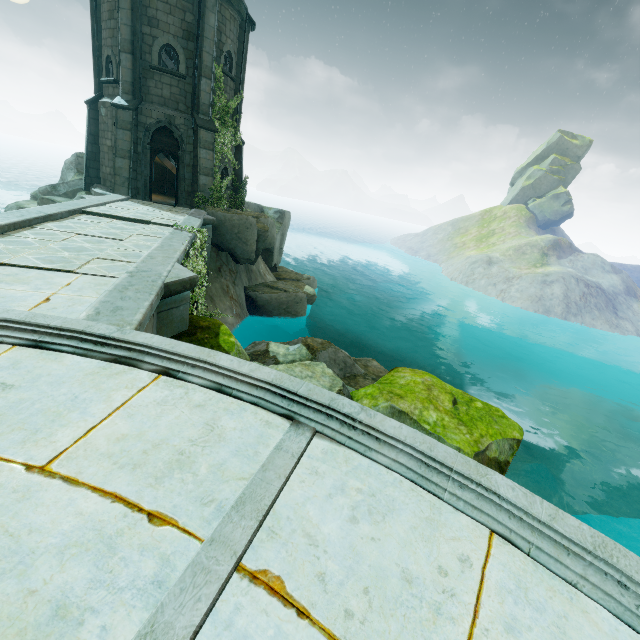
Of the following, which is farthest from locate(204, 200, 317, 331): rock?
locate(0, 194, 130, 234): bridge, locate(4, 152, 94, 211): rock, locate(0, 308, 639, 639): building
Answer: locate(0, 308, 639, 639): building

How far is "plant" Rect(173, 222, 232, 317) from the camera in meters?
8.3

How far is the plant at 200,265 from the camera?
8.27m

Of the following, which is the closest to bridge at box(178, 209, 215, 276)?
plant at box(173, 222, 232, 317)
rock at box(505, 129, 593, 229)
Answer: plant at box(173, 222, 232, 317)

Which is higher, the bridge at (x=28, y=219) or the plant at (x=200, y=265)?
the bridge at (x=28, y=219)

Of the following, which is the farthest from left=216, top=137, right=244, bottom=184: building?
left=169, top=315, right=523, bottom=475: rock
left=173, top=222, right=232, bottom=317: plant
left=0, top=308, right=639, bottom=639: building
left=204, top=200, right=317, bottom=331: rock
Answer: left=0, top=308, right=639, bottom=639: building

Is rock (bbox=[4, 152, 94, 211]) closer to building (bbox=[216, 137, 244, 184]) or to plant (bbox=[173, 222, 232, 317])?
building (bbox=[216, 137, 244, 184])

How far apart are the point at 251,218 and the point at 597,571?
16.8m
